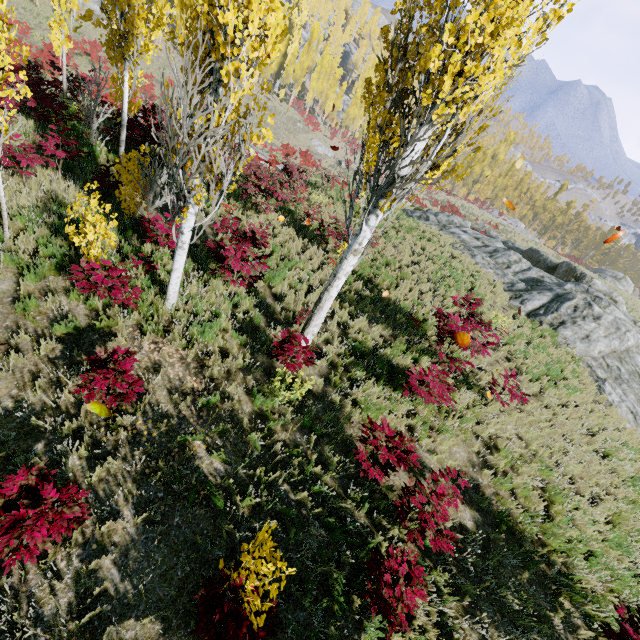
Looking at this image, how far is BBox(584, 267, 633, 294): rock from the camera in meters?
48.4 m

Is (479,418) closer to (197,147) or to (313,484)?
(313,484)

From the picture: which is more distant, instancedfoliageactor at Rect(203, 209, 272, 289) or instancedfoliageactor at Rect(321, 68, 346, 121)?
instancedfoliageactor at Rect(321, 68, 346, 121)

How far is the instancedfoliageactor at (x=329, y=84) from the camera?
56.69m

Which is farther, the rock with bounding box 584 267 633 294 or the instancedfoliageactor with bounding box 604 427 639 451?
the rock with bounding box 584 267 633 294

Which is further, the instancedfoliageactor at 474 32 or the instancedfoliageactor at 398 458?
the instancedfoliageactor at 398 458
